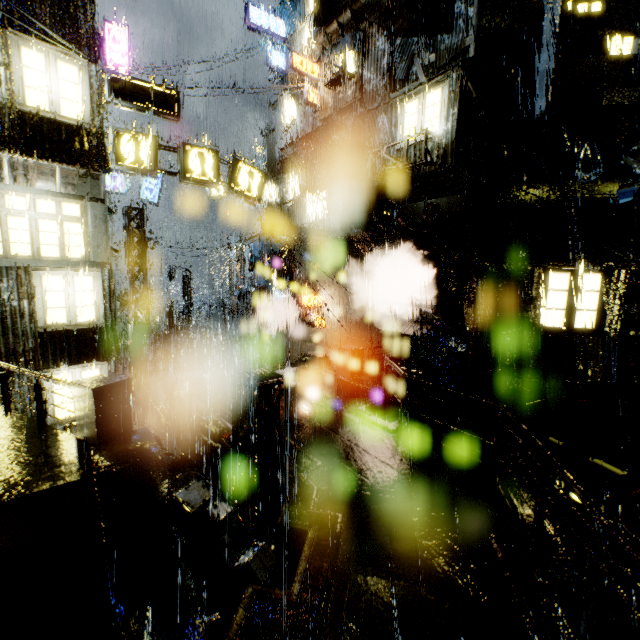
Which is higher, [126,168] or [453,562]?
[126,168]

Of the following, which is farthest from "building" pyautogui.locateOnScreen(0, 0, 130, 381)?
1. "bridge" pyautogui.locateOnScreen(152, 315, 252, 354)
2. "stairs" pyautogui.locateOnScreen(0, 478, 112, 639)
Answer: "stairs" pyautogui.locateOnScreen(0, 478, 112, 639)

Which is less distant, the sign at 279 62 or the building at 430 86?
the building at 430 86

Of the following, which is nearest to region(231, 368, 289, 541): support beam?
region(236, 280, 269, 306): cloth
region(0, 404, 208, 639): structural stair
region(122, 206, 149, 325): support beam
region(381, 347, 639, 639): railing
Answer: region(0, 404, 208, 639): structural stair

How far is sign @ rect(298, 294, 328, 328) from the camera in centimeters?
1909cm

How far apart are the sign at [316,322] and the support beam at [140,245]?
9.4 meters

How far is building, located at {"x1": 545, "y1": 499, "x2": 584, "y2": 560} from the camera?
13.4 meters
